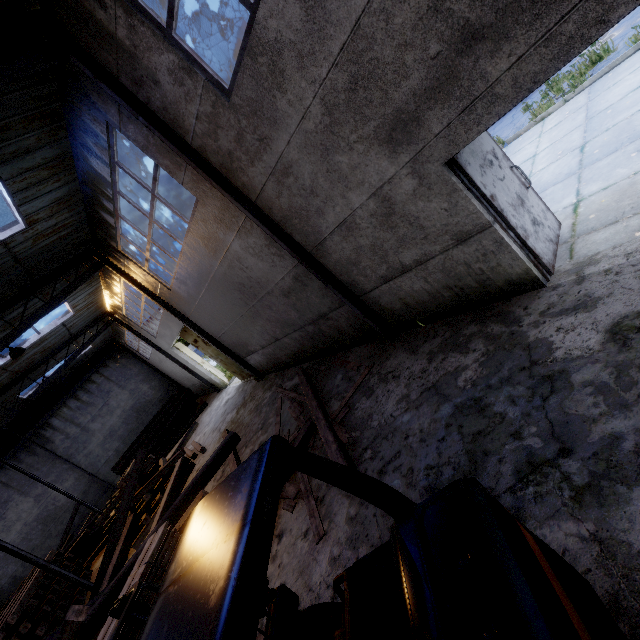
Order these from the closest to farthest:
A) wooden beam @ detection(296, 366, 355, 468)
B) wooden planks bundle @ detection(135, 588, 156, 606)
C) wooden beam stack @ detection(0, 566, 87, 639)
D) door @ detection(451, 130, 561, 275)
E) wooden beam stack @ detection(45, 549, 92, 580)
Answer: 1. wooden planks bundle @ detection(135, 588, 156, 606)
2. door @ detection(451, 130, 561, 275)
3. wooden beam @ detection(296, 366, 355, 468)
4. wooden beam stack @ detection(0, 566, 87, 639)
5. wooden beam stack @ detection(45, 549, 92, 580)

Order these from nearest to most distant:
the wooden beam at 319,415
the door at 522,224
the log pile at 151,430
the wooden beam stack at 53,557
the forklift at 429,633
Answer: the forklift at 429,633 → the door at 522,224 → the wooden beam at 319,415 → the wooden beam stack at 53,557 → the log pile at 151,430

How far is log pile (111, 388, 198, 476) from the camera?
19.9m

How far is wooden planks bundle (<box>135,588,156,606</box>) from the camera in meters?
2.9 m

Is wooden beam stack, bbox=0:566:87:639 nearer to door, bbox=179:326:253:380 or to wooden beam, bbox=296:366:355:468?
door, bbox=179:326:253:380

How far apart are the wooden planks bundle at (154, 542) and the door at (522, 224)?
5.3m

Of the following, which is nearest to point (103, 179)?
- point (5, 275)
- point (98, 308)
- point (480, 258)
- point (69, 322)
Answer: point (5, 275)

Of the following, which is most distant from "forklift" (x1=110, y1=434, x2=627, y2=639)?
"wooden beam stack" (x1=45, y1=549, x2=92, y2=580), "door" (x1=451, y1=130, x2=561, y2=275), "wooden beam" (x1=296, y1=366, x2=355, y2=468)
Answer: "wooden beam stack" (x1=45, y1=549, x2=92, y2=580)
